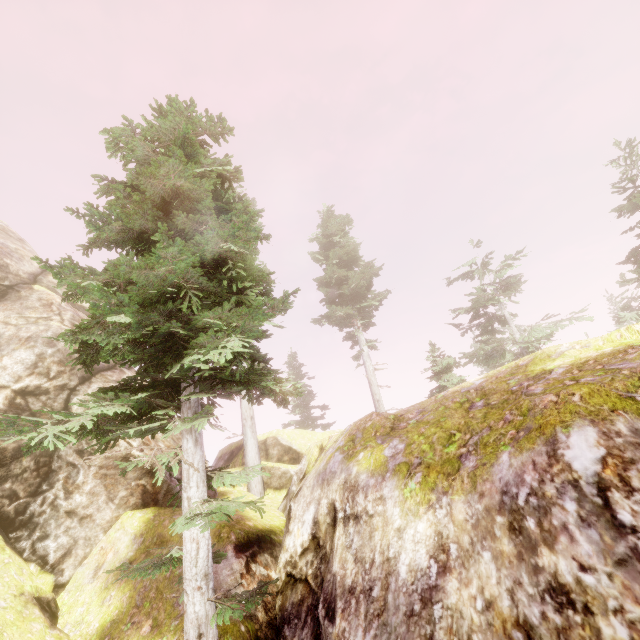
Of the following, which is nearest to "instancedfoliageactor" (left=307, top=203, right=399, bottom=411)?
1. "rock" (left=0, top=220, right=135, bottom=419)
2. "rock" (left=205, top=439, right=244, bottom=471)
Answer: "rock" (left=0, top=220, right=135, bottom=419)

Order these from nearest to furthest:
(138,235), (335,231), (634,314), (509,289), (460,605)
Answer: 1. (460,605)
2. (138,235)
3. (509,289)
4. (634,314)
5. (335,231)

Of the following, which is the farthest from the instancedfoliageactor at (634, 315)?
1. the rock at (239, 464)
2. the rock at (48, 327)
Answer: the rock at (239, 464)

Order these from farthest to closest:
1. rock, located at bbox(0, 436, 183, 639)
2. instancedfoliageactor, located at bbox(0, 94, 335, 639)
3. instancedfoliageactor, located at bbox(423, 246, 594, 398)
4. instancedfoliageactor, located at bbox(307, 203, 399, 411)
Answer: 1. instancedfoliageactor, located at bbox(307, 203, 399, 411)
2. instancedfoliageactor, located at bbox(423, 246, 594, 398)
3. rock, located at bbox(0, 436, 183, 639)
4. instancedfoliageactor, located at bbox(0, 94, 335, 639)

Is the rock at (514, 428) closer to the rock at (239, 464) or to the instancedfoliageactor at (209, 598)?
the instancedfoliageactor at (209, 598)

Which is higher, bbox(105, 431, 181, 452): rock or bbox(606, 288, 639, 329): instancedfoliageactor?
bbox(606, 288, 639, 329): instancedfoliageactor
